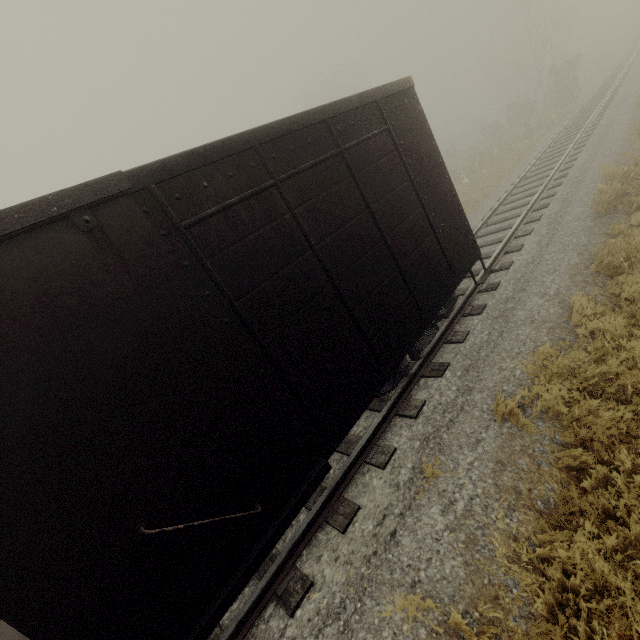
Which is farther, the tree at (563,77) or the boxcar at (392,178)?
the tree at (563,77)

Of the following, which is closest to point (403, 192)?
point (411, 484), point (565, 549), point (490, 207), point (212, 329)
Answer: point (212, 329)

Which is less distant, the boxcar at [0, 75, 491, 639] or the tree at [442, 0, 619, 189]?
the boxcar at [0, 75, 491, 639]
